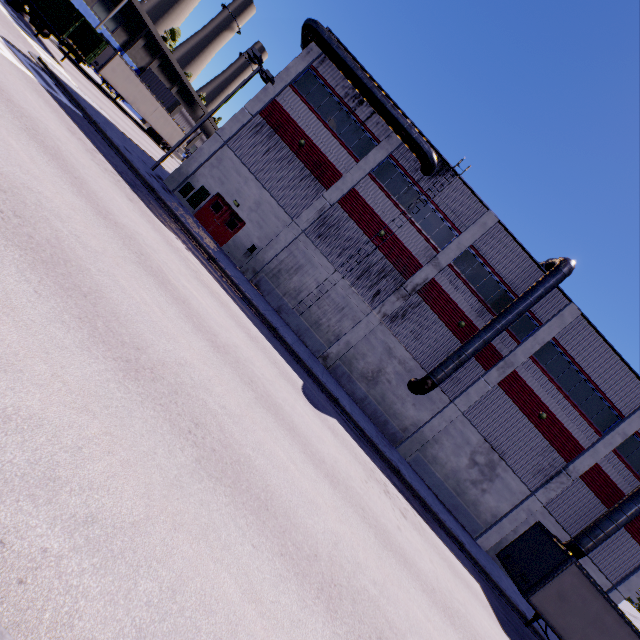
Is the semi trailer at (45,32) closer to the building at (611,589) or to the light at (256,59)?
the building at (611,589)

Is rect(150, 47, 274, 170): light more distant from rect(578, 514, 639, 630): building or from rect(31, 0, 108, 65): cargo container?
rect(31, 0, 108, 65): cargo container

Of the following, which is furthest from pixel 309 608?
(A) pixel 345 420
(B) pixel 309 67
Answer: (B) pixel 309 67

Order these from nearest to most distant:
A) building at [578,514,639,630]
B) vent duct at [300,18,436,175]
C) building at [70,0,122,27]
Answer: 1. vent duct at [300,18,436,175]
2. building at [578,514,639,630]
3. building at [70,0,122,27]

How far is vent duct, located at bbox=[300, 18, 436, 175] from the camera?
19.8m

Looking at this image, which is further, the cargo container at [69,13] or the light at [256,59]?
the cargo container at [69,13]

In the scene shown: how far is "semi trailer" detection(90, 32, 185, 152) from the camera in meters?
31.0
